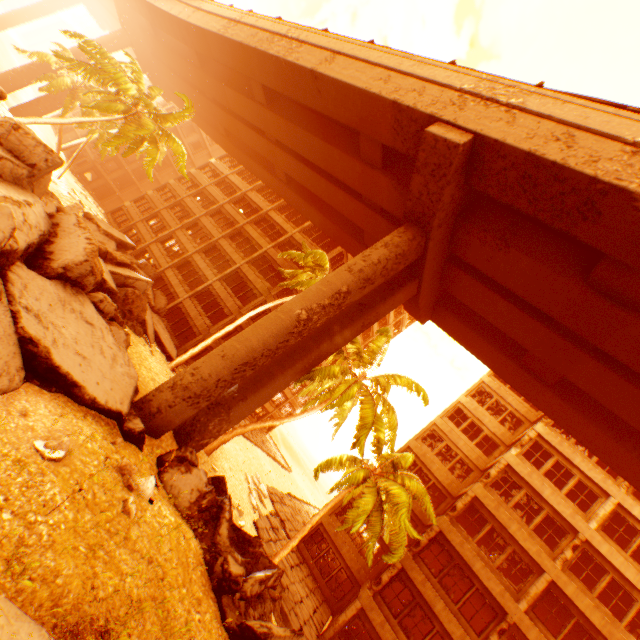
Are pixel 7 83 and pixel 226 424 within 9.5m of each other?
no

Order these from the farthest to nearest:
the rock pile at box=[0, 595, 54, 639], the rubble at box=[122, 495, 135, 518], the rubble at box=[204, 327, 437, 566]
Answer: the rubble at box=[204, 327, 437, 566] → the rubble at box=[122, 495, 135, 518] → the rock pile at box=[0, 595, 54, 639]

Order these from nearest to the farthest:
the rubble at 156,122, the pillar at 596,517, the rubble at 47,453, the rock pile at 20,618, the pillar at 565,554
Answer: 1. the rock pile at 20,618
2. the rubble at 47,453
3. the pillar at 565,554
4. the pillar at 596,517
5. the rubble at 156,122

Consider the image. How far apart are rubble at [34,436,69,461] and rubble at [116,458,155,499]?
1.62m

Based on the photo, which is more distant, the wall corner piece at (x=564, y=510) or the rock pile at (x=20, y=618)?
the wall corner piece at (x=564, y=510)

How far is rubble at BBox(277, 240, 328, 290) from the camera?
19.8m

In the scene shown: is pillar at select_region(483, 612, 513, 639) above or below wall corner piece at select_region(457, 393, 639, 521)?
below

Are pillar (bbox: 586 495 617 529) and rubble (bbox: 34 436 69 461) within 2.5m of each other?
no
